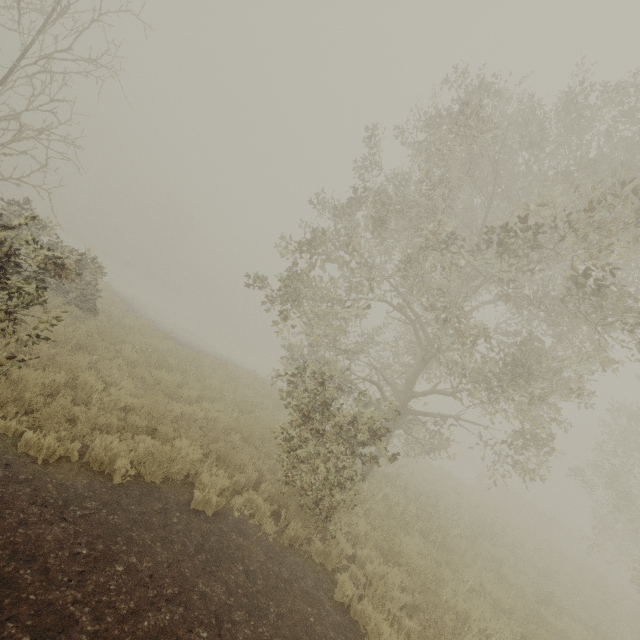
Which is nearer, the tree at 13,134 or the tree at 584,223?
the tree at 13,134

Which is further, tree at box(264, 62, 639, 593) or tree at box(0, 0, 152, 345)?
tree at box(264, 62, 639, 593)

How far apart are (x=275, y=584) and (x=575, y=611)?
10.7 meters
